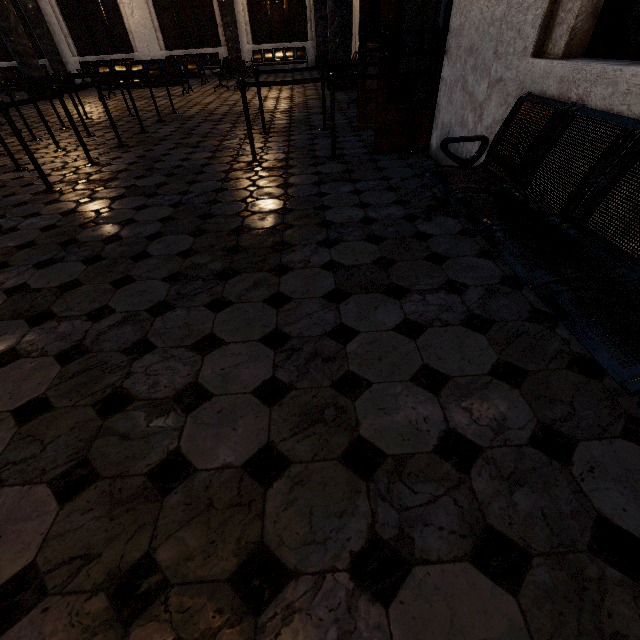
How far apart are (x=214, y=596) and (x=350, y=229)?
2.3m
